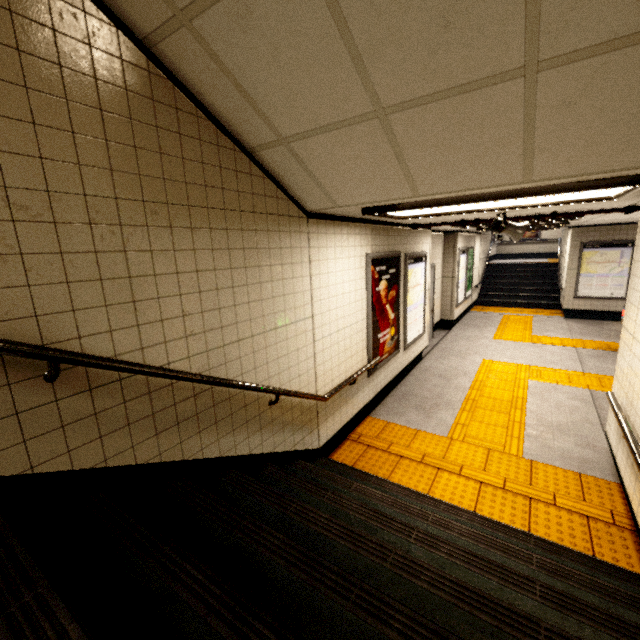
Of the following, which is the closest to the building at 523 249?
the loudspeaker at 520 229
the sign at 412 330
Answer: the sign at 412 330

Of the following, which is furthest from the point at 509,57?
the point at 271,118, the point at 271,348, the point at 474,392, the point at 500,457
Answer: the point at 474,392

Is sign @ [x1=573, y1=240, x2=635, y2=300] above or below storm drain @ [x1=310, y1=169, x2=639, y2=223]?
below

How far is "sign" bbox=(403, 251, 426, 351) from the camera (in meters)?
5.78

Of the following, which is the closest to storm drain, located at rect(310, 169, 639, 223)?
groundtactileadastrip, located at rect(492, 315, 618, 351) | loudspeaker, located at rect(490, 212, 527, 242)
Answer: loudspeaker, located at rect(490, 212, 527, 242)

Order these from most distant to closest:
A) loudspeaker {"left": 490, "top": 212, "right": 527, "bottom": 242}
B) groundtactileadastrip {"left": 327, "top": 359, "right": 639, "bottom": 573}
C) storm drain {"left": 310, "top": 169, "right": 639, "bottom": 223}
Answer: loudspeaker {"left": 490, "top": 212, "right": 527, "bottom": 242} < groundtactileadastrip {"left": 327, "top": 359, "right": 639, "bottom": 573} < storm drain {"left": 310, "top": 169, "right": 639, "bottom": 223}

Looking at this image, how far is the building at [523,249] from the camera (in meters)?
16.55

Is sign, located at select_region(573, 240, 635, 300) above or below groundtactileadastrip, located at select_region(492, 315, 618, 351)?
above
